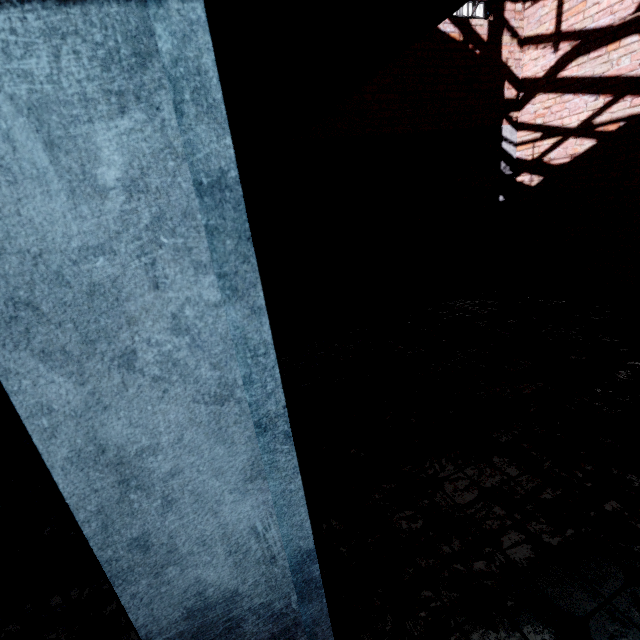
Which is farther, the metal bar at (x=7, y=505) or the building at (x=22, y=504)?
the building at (x=22, y=504)

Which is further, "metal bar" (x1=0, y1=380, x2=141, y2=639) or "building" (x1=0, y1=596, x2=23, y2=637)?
"building" (x1=0, y1=596, x2=23, y2=637)

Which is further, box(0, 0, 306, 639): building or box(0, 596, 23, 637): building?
box(0, 596, 23, 637): building

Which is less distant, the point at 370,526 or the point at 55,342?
the point at 55,342
